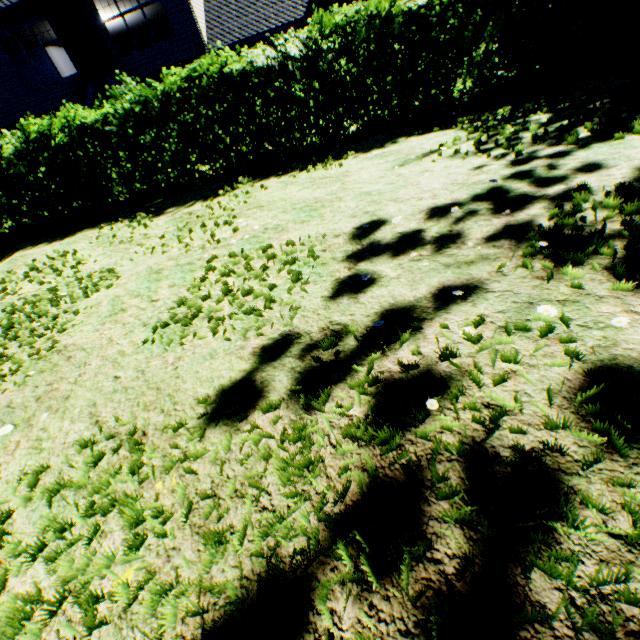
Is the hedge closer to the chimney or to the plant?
the chimney

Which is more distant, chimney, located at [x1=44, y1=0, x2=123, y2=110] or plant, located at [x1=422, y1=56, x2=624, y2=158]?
chimney, located at [x1=44, y1=0, x2=123, y2=110]

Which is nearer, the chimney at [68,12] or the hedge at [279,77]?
the hedge at [279,77]

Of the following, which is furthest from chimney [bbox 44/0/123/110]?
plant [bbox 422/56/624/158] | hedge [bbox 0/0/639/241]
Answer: plant [bbox 422/56/624/158]

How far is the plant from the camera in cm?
461

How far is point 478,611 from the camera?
1.0m

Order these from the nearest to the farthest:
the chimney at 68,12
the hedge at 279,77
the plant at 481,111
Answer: the plant at 481,111 < the hedge at 279,77 < the chimney at 68,12
